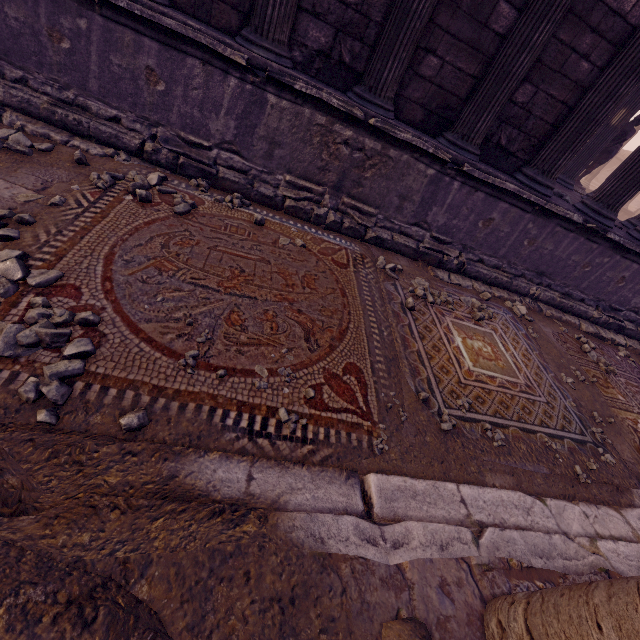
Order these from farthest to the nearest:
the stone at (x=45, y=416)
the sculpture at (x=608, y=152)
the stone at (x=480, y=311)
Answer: the sculpture at (x=608, y=152) → the stone at (x=480, y=311) → the stone at (x=45, y=416)

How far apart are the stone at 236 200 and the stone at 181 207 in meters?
0.2

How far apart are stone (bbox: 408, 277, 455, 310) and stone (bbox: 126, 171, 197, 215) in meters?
2.4 m

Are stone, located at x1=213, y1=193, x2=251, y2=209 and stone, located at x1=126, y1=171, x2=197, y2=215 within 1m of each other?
yes

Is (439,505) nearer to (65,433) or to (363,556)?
(363,556)

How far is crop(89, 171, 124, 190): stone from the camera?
3.2m

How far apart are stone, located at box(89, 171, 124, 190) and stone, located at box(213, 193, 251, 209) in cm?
25

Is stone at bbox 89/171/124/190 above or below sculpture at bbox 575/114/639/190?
below
